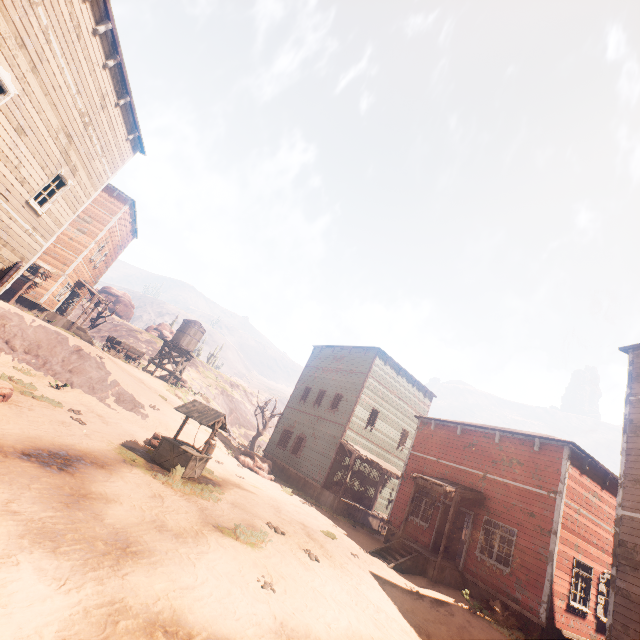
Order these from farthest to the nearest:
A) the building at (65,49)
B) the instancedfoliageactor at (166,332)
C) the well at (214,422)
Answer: the instancedfoliageactor at (166,332), the well at (214,422), the building at (65,49)

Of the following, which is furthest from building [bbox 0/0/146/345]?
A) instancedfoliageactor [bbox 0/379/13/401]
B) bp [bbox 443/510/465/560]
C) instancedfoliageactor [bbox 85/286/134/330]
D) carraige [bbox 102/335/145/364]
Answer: instancedfoliageactor [bbox 85/286/134/330]

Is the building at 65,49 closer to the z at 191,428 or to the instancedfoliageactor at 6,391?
the z at 191,428

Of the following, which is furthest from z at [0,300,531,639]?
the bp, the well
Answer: the bp

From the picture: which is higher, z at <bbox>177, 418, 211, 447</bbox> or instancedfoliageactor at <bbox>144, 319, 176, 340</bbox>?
instancedfoliageactor at <bbox>144, 319, 176, 340</bbox>

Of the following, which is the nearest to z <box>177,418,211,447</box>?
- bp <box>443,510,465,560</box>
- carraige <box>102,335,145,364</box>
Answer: bp <box>443,510,465,560</box>

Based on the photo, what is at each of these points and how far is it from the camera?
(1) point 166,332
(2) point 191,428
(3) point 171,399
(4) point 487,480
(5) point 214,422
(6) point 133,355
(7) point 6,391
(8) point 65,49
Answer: (1) instancedfoliageactor, 52.8 meters
(2) z, 20.9 meters
(3) z, 26.3 meters
(4) building, 14.6 meters
(5) well, 11.5 meters
(6) carraige, 29.9 meters
(7) instancedfoliageactor, 9.4 meters
(8) building, 9.3 meters

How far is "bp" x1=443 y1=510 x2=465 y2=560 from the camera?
15.2m
